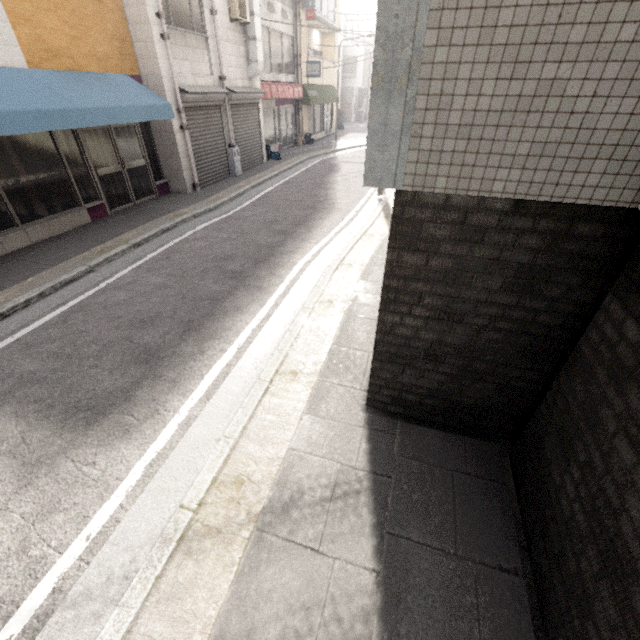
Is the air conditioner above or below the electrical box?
above

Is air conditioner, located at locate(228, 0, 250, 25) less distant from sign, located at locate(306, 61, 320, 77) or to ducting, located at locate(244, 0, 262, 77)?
ducting, located at locate(244, 0, 262, 77)

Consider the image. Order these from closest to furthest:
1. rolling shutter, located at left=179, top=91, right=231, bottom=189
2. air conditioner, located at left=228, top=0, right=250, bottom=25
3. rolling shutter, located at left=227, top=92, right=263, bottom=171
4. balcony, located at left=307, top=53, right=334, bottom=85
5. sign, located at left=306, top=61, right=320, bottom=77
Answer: rolling shutter, located at left=179, top=91, right=231, bottom=189
air conditioner, located at left=228, top=0, right=250, bottom=25
rolling shutter, located at left=227, top=92, right=263, bottom=171
sign, located at left=306, top=61, right=320, bottom=77
balcony, located at left=307, top=53, right=334, bottom=85

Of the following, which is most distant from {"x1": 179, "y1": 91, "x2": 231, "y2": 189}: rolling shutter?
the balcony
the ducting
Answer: the balcony

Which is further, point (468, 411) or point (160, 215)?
point (160, 215)

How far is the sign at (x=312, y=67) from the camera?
17.2m

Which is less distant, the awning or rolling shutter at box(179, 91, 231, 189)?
the awning

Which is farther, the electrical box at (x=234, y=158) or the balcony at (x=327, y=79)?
the balcony at (x=327, y=79)
